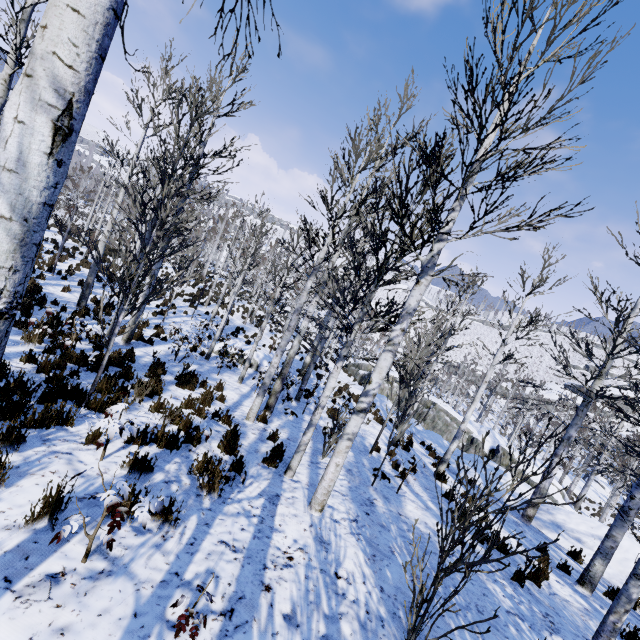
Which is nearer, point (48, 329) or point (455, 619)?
point (455, 619)

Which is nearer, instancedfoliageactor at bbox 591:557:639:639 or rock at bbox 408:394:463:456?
instancedfoliageactor at bbox 591:557:639:639

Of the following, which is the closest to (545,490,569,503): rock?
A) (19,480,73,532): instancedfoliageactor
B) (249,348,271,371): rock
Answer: (249,348,271,371): rock

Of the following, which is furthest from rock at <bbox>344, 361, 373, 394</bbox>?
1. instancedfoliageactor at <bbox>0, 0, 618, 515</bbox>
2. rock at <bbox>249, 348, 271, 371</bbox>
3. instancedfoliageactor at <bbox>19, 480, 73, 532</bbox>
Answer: instancedfoliageactor at <bbox>19, 480, 73, 532</bbox>

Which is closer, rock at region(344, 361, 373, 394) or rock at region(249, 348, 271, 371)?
rock at region(249, 348, 271, 371)

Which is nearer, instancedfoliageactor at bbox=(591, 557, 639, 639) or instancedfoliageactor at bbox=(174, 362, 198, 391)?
instancedfoliageactor at bbox=(591, 557, 639, 639)

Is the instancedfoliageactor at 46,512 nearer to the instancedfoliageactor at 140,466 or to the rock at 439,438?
the instancedfoliageactor at 140,466

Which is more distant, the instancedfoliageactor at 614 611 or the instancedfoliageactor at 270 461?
the instancedfoliageactor at 270 461
